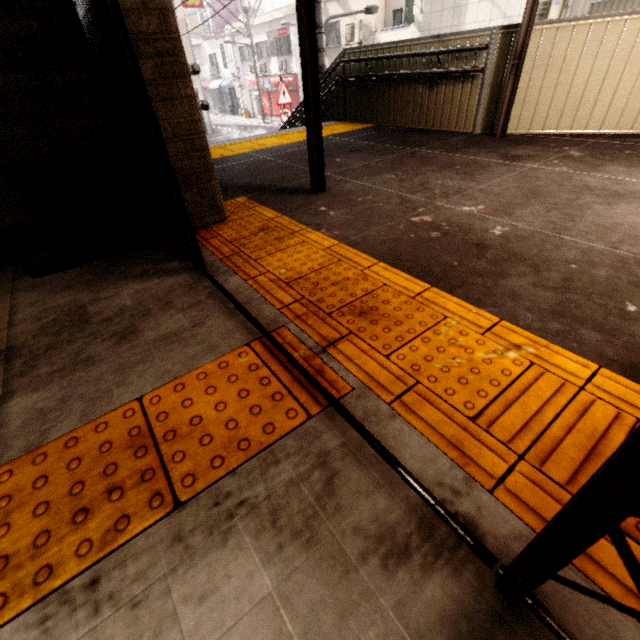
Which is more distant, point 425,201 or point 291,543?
point 425,201

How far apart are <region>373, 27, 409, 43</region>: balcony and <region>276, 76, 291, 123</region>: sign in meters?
7.2 m

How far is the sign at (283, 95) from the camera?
10.7m

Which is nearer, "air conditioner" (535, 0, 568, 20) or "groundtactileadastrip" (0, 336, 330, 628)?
"groundtactileadastrip" (0, 336, 330, 628)

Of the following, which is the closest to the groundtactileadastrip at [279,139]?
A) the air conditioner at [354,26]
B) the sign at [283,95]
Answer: the sign at [283,95]

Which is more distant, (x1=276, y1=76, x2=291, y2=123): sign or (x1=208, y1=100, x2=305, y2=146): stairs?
(x1=276, y1=76, x2=291, y2=123): sign

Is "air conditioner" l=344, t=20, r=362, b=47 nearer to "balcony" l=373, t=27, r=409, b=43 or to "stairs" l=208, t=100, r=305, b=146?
"balcony" l=373, t=27, r=409, b=43

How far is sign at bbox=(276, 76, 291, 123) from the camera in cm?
1069
